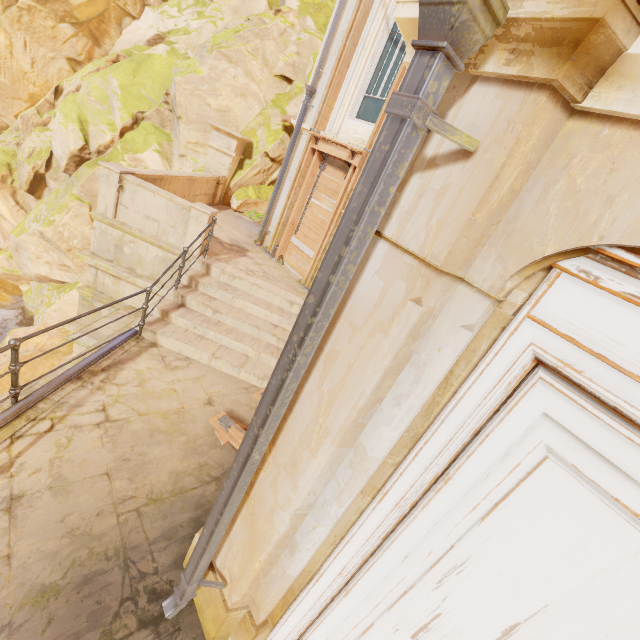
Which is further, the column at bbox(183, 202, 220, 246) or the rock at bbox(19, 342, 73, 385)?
the rock at bbox(19, 342, 73, 385)

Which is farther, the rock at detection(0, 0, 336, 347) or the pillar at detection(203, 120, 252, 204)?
the rock at detection(0, 0, 336, 347)

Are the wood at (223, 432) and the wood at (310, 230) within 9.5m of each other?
yes

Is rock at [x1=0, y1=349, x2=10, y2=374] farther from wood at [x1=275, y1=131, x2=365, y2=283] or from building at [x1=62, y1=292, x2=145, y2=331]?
wood at [x1=275, y1=131, x2=365, y2=283]

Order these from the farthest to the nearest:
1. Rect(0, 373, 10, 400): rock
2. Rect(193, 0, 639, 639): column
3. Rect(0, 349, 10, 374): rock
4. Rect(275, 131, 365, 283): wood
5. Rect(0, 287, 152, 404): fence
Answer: Rect(0, 349, 10, 374): rock < Rect(0, 373, 10, 400): rock < Rect(275, 131, 365, 283): wood < Rect(0, 287, 152, 404): fence < Rect(193, 0, 639, 639): column

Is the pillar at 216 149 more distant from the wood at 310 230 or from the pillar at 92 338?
the pillar at 92 338

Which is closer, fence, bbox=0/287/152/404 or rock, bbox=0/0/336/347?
fence, bbox=0/287/152/404

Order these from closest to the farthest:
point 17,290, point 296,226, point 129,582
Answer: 1. point 129,582
2. point 296,226
3. point 17,290
